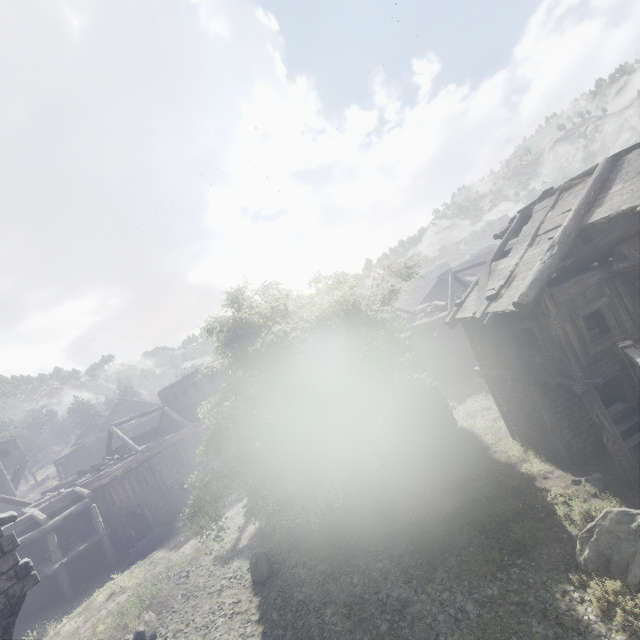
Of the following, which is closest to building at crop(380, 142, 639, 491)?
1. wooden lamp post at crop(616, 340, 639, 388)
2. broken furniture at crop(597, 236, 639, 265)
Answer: broken furniture at crop(597, 236, 639, 265)

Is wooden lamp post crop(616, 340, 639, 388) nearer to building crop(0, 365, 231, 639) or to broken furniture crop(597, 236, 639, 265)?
building crop(0, 365, 231, 639)

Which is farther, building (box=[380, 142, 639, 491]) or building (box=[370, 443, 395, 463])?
building (box=[370, 443, 395, 463])

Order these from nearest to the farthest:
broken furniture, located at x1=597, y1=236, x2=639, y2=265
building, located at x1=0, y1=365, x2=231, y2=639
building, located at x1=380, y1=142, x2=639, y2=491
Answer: broken furniture, located at x1=597, y1=236, x2=639, y2=265, building, located at x1=380, y1=142, x2=639, y2=491, building, located at x1=0, y1=365, x2=231, y2=639

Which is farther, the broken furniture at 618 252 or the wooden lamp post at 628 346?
the broken furniture at 618 252

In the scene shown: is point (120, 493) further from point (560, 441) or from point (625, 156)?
point (625, 156)

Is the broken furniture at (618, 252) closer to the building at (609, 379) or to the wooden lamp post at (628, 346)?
the building at (609, 379)
